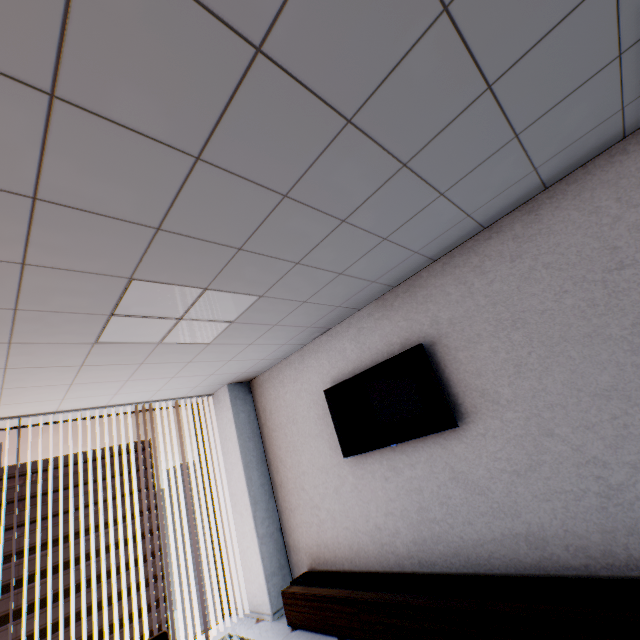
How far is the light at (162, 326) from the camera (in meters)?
2.20

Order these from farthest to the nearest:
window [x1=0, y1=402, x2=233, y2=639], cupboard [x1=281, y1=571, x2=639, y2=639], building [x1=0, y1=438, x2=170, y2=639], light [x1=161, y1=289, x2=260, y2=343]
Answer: building [x1=0, y1=438, x2=170, y2=639] < window [x1=0, y1=402, x2=233, y2=639] < light [x1=161, y1=289, x2=260, y2=343] < cupboard [x1=281, y1=571, x2=639, y2=639]

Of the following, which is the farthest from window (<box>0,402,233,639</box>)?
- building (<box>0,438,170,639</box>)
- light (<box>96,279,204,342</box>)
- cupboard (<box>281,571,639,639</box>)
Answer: building (<box>0,438,170,639</box>)

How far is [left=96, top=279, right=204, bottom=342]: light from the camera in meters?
2.2

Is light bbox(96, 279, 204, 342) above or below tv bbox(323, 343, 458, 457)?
above

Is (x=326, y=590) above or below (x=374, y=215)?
below

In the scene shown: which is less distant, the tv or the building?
the tv

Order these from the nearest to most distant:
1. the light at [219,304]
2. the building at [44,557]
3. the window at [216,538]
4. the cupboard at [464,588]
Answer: the cupboard at [464,588] → the light at [219,304] → the window at [216,538] → the building at [44,557]
